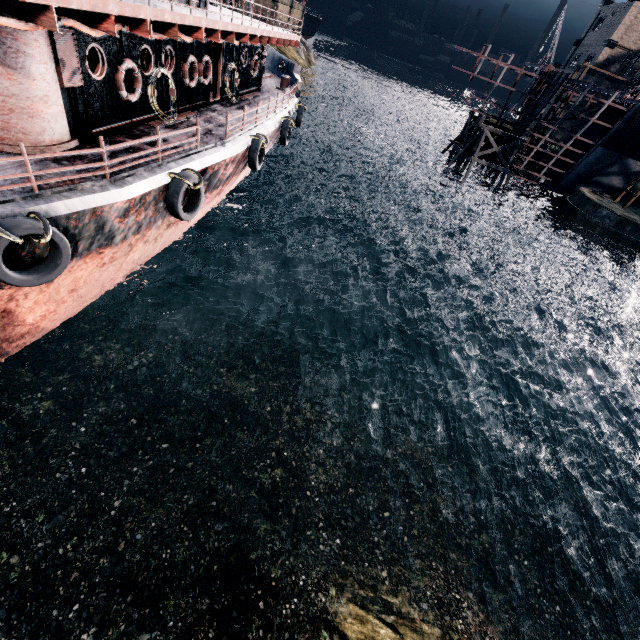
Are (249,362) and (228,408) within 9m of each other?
yes

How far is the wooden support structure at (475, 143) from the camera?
39.5m

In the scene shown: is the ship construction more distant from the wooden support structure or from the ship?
the ship

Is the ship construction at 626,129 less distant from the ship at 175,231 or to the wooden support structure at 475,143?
the wooden support structure at 475,143

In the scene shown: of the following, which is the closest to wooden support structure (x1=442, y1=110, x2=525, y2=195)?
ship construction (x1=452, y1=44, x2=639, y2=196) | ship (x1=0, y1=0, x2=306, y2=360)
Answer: ship construction (x1=452, y1=44, x2=639, y2=196)

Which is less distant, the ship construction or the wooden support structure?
the ship construction
